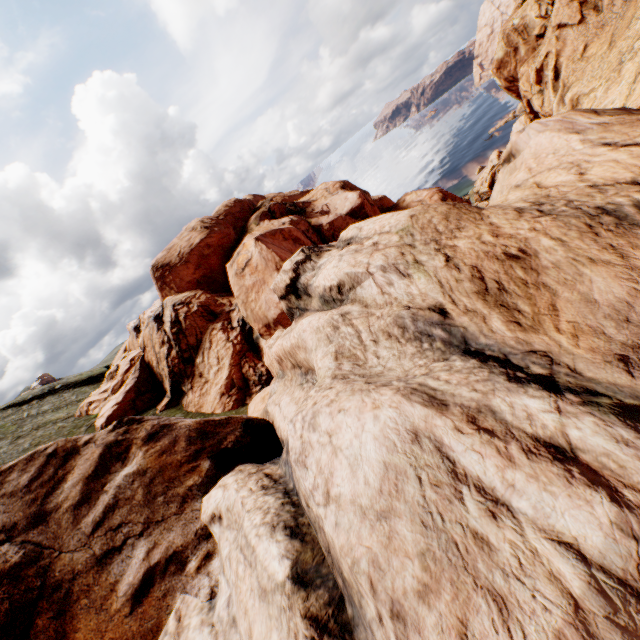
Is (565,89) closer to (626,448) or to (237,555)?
(626,448)
